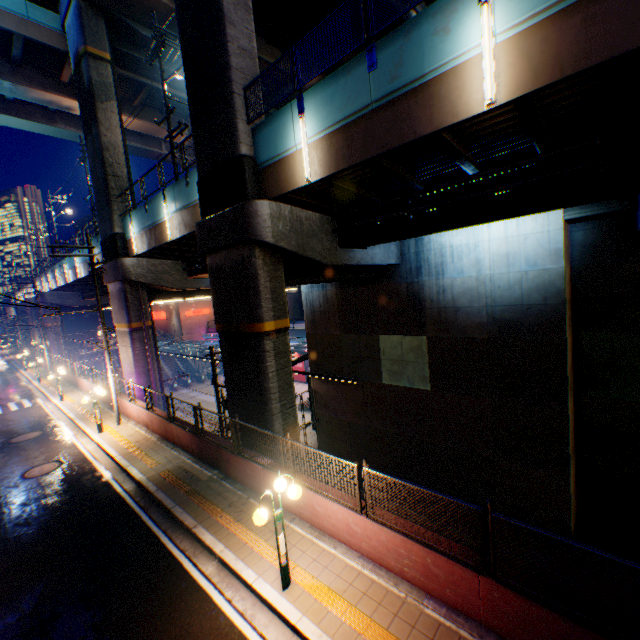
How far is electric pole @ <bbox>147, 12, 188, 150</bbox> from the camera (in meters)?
15.49

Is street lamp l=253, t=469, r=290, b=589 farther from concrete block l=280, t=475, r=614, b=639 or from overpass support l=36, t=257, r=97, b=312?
overpass support l=36, t=257, r=97, b=312

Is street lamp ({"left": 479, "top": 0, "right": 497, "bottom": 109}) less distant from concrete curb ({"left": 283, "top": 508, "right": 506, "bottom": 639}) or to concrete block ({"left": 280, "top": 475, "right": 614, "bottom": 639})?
concrete block ({"left": 280, "top": 475, "right": 614, "bottom": 639})

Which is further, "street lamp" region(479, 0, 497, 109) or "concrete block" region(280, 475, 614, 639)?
"street lamp" region(479, 0, 497, 109)

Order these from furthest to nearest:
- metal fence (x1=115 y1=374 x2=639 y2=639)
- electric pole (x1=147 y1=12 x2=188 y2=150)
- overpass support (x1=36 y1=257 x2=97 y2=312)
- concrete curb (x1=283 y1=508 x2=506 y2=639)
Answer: overpass support (x1=36 y1=257 x2=97 y2=312) → electric pole (x1=147 y1=12 x2=188 y2=150) → concrete curb (x1=283 y1=508 x2=506 y2=639) → metal fence (x1=115 y1=374 x2=639 y2=639)

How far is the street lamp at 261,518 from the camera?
6.2m

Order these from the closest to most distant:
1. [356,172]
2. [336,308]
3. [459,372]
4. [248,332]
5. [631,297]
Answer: [356,172] → [248,332] → [631,297] → [459,372] → [336,308]

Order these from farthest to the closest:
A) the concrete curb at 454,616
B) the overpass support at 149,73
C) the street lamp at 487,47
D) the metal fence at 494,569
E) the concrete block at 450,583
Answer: the overpass support at 149,73
the street lamp at 487,47
the concrete curb at 454,616
the concrete block at 450,583
the metal fence at 494,569
